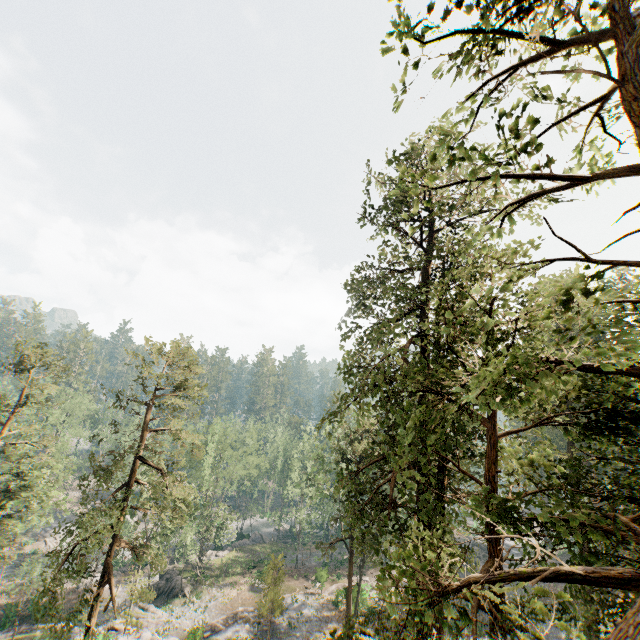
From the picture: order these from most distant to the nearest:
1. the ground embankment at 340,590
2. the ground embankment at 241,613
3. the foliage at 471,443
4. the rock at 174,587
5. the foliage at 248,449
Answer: the rock at 174,587 → the ground embankment at 340,590 → the ground embankment at 241,613 → the foliage at 248,449 → the foliage at 471,443

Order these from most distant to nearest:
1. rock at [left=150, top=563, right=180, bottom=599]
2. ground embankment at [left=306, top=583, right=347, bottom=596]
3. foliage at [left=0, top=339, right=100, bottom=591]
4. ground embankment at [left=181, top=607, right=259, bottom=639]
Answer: rock at [left=150, top=563, right=180, bottom=599] < ground embankment at [left=306, top=583, right=347, bottom=596] < foliage at [left=0, top=339, right=100, bottom=591] < ground embankment at [left=181, top=607, right=259, bottom=639]

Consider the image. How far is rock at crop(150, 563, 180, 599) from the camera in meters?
38.6

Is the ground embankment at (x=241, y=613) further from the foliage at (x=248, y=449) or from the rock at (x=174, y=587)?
the rock at (x=174, y=587)

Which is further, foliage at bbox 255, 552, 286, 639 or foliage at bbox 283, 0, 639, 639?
foliage at bbox 255, 552, 286, 639

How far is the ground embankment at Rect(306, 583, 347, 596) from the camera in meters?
34.4

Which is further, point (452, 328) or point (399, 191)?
point (452, 328)
